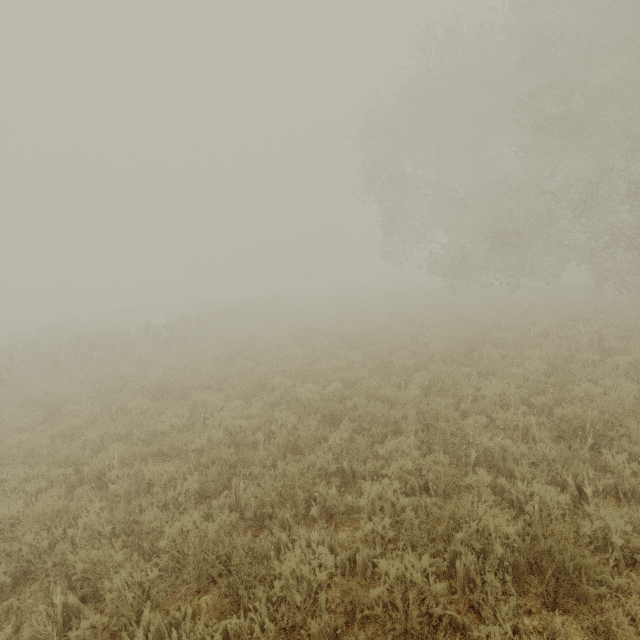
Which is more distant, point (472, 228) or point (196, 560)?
point (472, 228)
